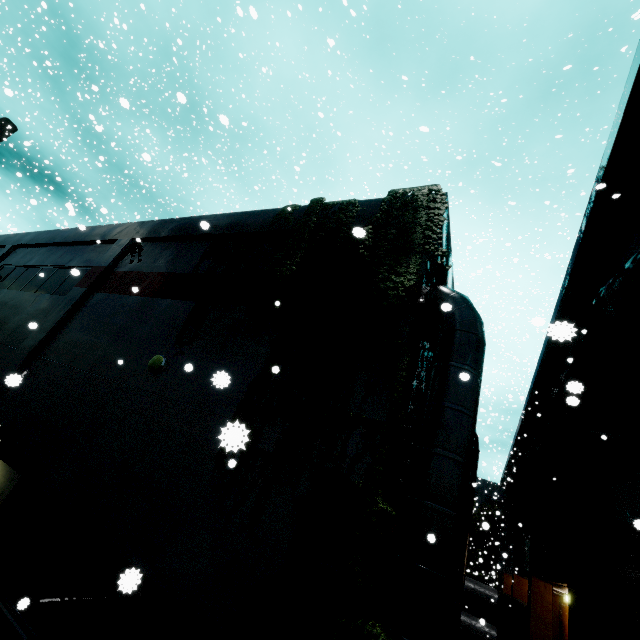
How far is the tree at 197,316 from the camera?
7.7 meters

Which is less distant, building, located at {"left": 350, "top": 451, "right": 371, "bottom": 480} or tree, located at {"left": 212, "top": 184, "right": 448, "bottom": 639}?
tree, located at {"left": 212, "top": 184, "right": 448, "bottom": 639}

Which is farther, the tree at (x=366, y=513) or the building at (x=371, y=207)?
the building at (x=371, y=207)

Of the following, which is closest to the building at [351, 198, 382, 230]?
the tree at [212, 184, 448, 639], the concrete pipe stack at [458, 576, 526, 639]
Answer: the tree at [212, 184, 448, 639]

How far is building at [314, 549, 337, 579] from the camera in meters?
3.9

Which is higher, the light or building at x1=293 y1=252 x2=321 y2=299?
building at x1=293 y1=252 x2=321 y2=299

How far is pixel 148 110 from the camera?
26.1m
